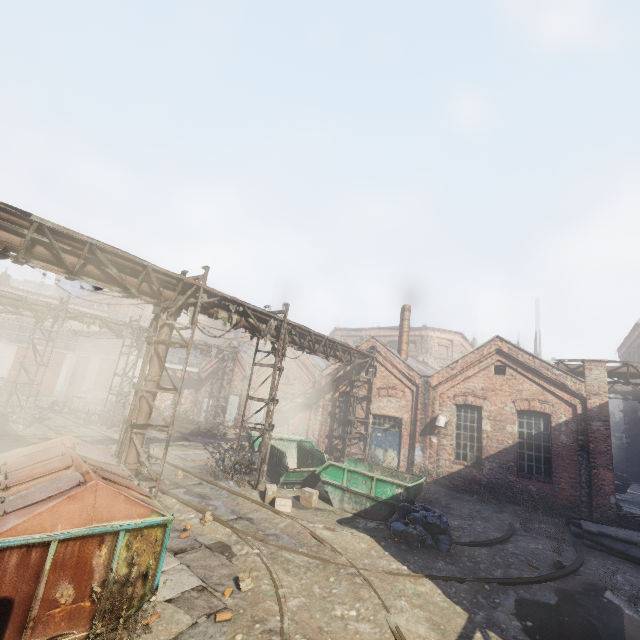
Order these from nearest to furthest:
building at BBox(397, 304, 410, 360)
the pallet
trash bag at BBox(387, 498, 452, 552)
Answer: trash bag at BBox(387, 498, 452, 552)
the pallet
building at BBox(397, 304, 410, 360)

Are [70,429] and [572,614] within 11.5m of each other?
no

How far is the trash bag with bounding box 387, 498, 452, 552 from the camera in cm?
855

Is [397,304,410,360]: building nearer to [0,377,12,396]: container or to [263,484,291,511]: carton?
[263,484,291,511]: carton

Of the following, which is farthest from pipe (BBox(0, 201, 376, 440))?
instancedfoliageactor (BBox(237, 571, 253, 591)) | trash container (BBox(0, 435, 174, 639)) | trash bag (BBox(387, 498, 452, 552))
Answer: trash bag (BBox(387, 498, 452, 552))

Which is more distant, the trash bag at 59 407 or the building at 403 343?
the trash bag at 59 407

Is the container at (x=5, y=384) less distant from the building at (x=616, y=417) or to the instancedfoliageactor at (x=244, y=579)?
the instancedfoliageactor at (x=244, y=579)

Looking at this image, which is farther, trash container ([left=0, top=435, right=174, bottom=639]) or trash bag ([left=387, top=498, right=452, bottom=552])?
trash bag ([left=387, top=498, right=452, bottom=552])
